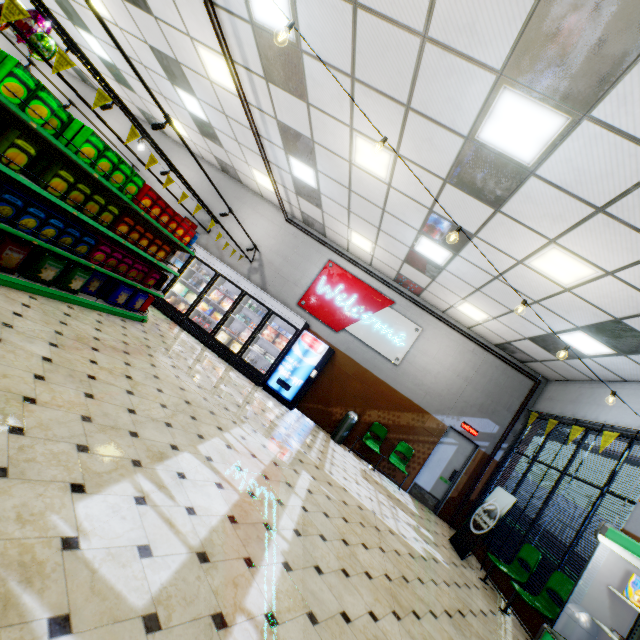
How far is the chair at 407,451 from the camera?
8.76m

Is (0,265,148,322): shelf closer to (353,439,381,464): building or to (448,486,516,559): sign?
(353,439,381,464): building

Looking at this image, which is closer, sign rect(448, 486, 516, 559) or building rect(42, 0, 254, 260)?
sign rect(448, 486, 516, 559)

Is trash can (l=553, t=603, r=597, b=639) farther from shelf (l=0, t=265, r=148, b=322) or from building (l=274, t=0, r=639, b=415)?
shelf (l=0, t=265, r=148, b=322)

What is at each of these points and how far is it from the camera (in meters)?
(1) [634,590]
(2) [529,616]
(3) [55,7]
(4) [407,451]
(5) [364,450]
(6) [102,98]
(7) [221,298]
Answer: (1) boxed frozen food, 3.83
(2) building, 5.48
(3) building, 8.23
(4) chair, 9.15
(5) building, 9.38
(6) banner sign, 4.20
(7) bagged frozen food, 9.77

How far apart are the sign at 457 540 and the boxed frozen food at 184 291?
9.49m

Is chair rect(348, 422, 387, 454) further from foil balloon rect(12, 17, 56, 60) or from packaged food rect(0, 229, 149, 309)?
foil balloon rect(12, 17, 56, 60)

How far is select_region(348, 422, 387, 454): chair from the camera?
8.9 meters
